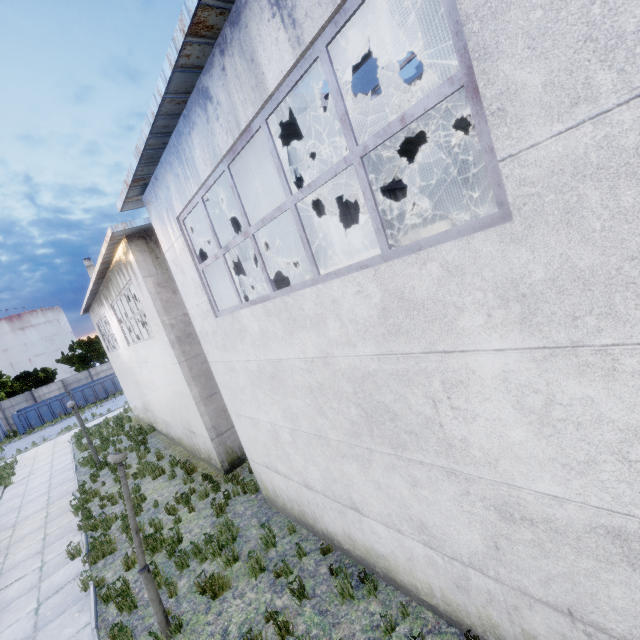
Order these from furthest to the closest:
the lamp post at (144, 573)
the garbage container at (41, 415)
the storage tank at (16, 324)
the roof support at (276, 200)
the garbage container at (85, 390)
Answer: the storage tank at (16, 324)
the garbage container at (85, 390)
the garbage container at (41, 415)
the roof support at (276, 200)
the lamp post at (144, 573)

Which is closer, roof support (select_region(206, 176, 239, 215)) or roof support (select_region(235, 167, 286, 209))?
roof support (select_region(206, 176, 239, 215))

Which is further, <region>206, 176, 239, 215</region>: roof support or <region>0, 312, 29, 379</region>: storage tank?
<region>0, 312, 29, 379</region>: storage tank

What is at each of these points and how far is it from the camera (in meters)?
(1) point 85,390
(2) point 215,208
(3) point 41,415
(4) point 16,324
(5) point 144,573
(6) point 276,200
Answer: (1) garbage container, 35.41
(2) roof support, 7.95
(3) garbage container, 32.91
(4) storage tank, 59.38
(5) lamp post, 5.43
(6) roof support, 9.14

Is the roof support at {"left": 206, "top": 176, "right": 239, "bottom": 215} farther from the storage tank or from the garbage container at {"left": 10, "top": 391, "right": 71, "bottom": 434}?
the storage tank

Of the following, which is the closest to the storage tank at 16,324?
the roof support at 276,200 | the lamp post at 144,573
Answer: the roof support at 276,200

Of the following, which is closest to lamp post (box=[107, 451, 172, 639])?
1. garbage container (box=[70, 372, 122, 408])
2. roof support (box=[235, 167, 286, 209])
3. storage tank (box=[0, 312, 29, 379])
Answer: roof support (box=[235, 167, 286, 209])
